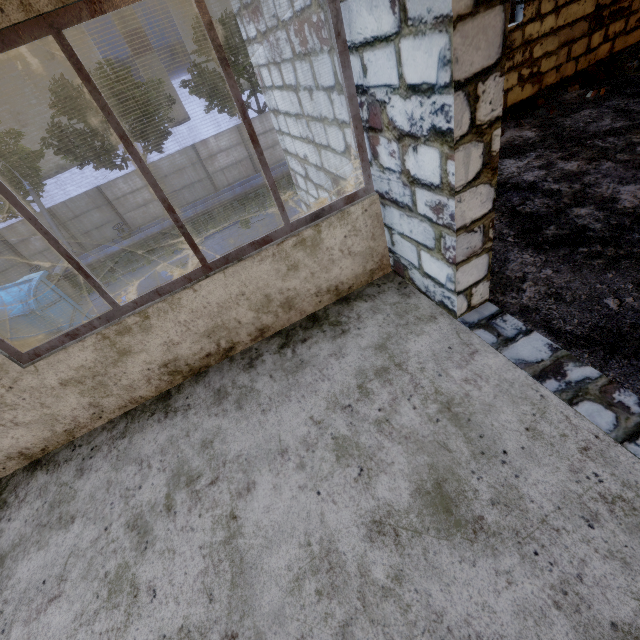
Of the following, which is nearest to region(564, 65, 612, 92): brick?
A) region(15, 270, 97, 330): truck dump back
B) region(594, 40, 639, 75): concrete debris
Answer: region(594, 40, 639, 75): concrete debris

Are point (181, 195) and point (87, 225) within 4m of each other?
no

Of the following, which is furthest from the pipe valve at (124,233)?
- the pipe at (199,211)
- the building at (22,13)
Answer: the building at (22,13)

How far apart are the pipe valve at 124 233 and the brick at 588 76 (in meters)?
19.49

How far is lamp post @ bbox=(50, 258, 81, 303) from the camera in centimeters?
1569cm

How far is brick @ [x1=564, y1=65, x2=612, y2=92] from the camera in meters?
5.0 m

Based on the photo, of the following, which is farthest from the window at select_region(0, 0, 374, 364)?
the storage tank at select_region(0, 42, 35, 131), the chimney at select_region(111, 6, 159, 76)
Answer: the storage tank at select_region(0, 42, 35, 131)

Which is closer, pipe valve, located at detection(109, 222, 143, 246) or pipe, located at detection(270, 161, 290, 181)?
pipe valve, located at detection(109, 222, 143, 246)
